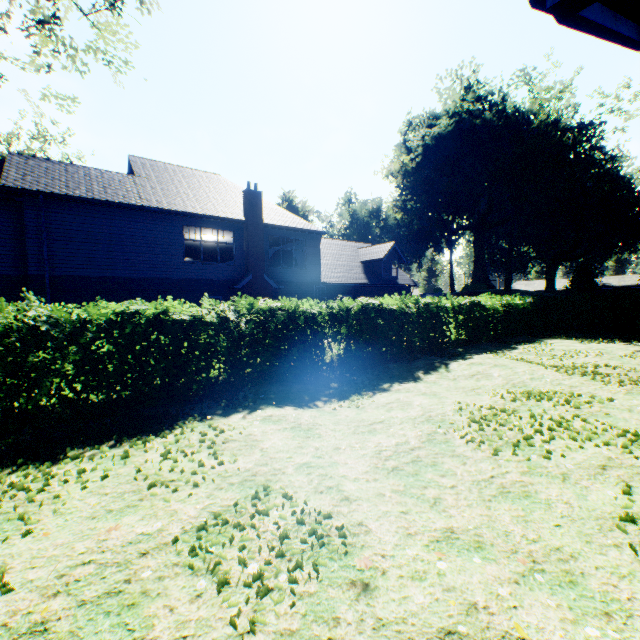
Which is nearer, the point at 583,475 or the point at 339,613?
the point at 339,613

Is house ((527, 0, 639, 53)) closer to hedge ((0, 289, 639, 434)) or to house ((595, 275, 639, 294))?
hedge ((0, 289, 639, 434))

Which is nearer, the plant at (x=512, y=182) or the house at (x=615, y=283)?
the plant at (x=512, y=182)

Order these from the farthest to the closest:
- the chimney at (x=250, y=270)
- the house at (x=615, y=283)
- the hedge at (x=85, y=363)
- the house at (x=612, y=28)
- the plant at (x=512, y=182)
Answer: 1. the house at (x=615, y=283)
2. the plant at (x=512, y=182)
3. the chimney at (x=250, y=270)
4. the hedge at (x=85, y=363)
5. the house at (x=612, y=28)

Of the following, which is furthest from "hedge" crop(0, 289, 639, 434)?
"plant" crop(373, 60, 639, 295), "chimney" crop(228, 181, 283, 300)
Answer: "plant" crop(373, 60, 639, 295)

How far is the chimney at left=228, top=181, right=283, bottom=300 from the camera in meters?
18.4

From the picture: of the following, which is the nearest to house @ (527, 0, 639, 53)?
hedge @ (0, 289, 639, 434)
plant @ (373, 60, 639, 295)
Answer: hedge @ (0, 289, 639, 434)

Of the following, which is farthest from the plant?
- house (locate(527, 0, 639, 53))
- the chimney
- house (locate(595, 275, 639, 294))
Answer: house (locate(527, 0, 639, 53))
